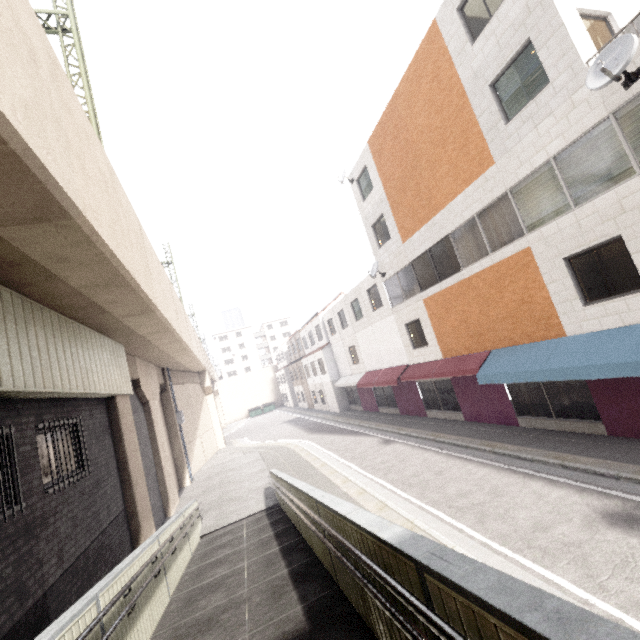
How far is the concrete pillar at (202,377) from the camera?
22.9 meters

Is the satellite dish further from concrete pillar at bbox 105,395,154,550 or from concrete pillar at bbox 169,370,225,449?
concrete pillar at bbox 169,370,225,449

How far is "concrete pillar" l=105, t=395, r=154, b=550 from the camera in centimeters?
926cm

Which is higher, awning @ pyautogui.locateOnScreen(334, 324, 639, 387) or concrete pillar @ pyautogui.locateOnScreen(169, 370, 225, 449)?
concrete pillar @ pyautogui.locateOnScreen(169, 370, 225, 449)

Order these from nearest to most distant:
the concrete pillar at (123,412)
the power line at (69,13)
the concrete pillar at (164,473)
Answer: the concrete pillar at (123,412) < the power line at (69,13) < the concrete pillar at (164,473)

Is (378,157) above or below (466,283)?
above

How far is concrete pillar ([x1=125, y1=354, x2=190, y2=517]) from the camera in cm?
1390
